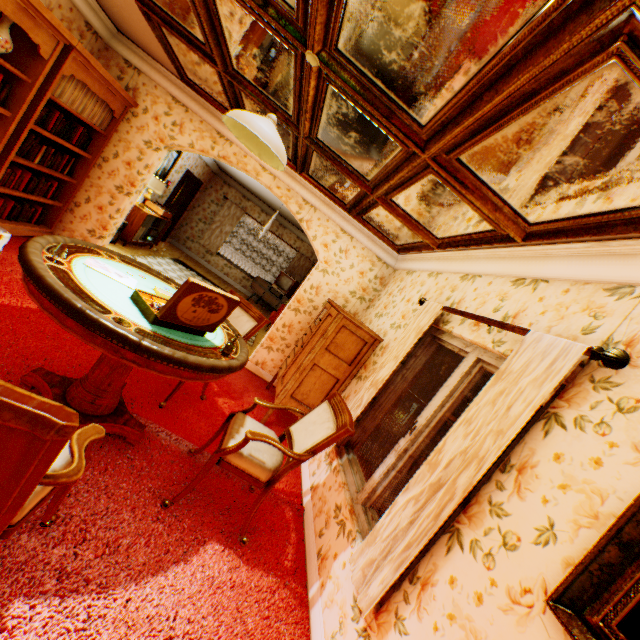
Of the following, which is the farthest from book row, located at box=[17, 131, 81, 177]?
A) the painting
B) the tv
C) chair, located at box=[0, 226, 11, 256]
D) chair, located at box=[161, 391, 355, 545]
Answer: the tv

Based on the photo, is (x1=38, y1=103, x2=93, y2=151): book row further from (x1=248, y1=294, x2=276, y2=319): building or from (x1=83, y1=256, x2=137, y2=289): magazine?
(x1=83, y1=256, x2=137, y2=289): magazine

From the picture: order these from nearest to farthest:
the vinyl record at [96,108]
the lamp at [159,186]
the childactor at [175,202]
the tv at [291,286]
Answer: the vinyl record at [96,108]
the lamp at [159,186]
the childactor at [175,202]
the tv at [291,286]

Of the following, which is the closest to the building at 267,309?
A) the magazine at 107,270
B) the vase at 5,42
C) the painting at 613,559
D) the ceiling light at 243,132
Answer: the painting at 613,559

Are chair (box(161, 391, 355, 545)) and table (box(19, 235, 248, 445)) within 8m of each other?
yes

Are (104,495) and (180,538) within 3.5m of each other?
yes

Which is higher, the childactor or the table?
the childactor

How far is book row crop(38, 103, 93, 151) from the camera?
3.9m
